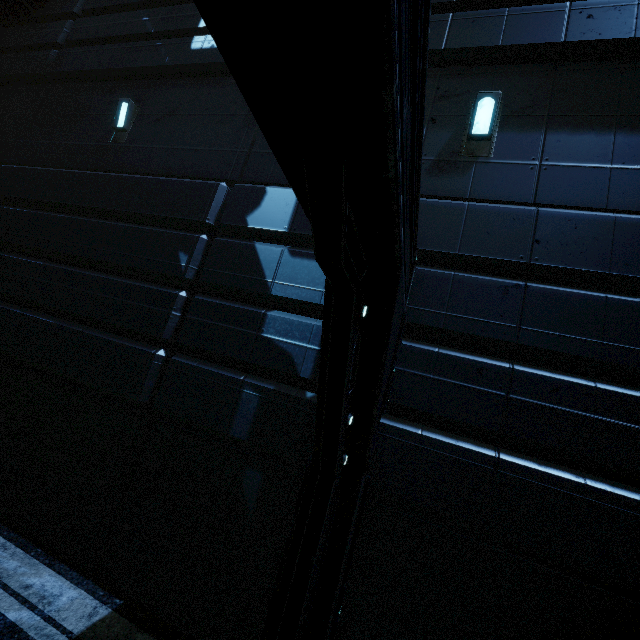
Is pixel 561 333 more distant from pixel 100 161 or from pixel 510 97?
pixel 100 161
